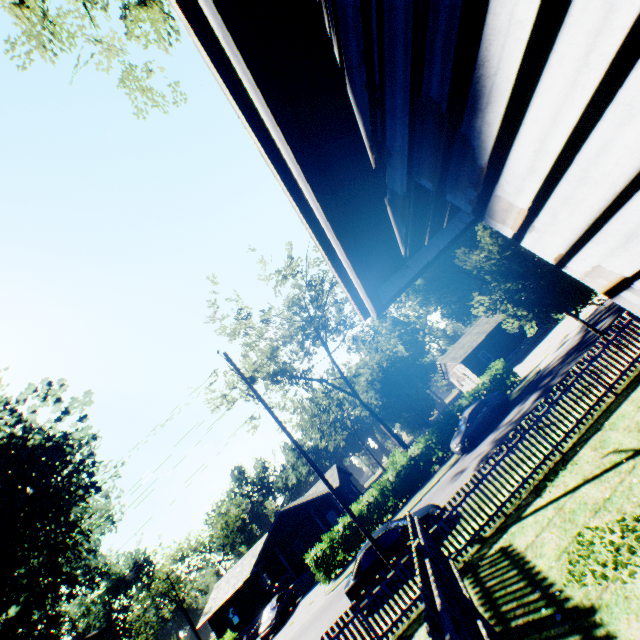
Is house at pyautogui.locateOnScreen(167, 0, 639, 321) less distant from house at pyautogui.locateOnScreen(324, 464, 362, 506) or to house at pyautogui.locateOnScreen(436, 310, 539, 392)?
house at pyautogui.locateOnScreen(436, 310, 539, 392)

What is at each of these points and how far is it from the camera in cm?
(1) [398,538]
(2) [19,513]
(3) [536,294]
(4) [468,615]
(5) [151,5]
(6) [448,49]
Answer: (1) car, 1227
(2) plant, 1587
(3) plant, 1248
(4) fence, 575
(5) plant, 1356
(6) house, 122

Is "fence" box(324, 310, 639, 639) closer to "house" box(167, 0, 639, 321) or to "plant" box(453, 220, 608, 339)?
"plant" box(453, 220, 608, 339)

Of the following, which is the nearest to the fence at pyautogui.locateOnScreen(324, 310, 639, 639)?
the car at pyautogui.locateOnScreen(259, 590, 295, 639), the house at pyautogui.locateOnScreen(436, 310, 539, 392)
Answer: the car at pyautogui.locateOnScreen(259, 590, 295, 639)

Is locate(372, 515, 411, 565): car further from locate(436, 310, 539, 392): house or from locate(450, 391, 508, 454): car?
locate(436, 310, 539, 392): house

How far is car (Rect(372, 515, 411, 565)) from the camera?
12.1 meters

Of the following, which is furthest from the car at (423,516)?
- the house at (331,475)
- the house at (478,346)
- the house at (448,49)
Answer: the house at (478,346)

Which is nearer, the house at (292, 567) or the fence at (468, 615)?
the fence at (468, 615)
